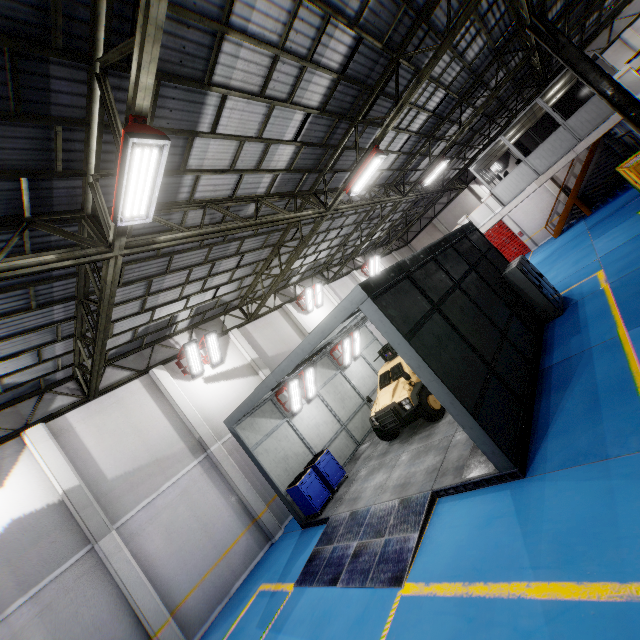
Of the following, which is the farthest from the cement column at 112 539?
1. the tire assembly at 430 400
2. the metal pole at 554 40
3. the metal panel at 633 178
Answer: the metal pole at 554 40

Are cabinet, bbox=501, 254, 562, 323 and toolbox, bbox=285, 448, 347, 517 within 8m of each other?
no

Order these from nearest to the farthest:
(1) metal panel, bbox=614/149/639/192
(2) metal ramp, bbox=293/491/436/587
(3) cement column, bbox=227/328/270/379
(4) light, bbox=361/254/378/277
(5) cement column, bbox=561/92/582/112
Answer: (2) metal ramp, bbox=293/491/436/587, (1) metal panel, bbox=614/149/639/192, (3) cement column, bbox=227/328/270/379, (5) cement column, bbox=561/92/582/112, (4) light, bbox=361/254/378/277

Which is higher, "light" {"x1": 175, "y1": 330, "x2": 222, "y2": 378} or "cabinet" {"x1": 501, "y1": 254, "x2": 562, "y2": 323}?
"light" {"x1": 175, "y1": 330, "x2": 222, "y2": 378}

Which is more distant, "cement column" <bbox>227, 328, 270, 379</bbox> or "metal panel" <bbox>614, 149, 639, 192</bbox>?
"cement column" <bbox>227, 328, 270, 379</bbox>

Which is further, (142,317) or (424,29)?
(142,317)

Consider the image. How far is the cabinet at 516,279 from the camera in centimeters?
1090cm

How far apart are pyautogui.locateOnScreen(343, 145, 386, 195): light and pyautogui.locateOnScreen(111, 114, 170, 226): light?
6.98m
